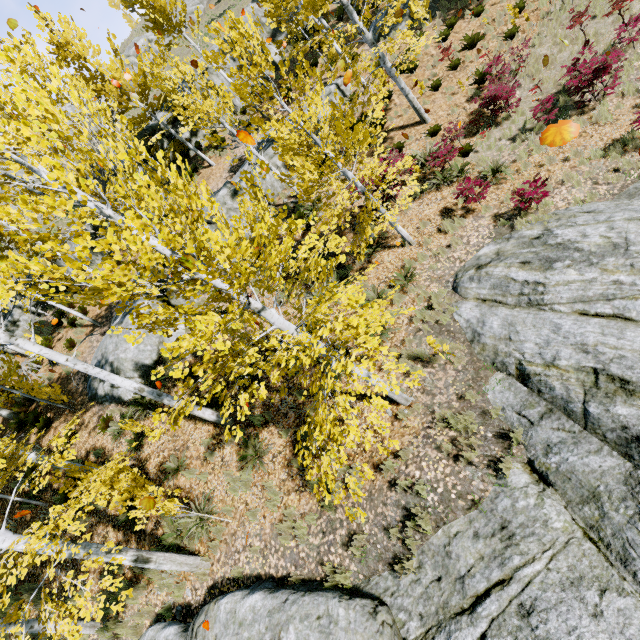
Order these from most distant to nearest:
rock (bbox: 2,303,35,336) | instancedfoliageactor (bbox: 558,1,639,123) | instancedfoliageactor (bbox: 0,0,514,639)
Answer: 1. rock (bbox: 2,303,35,336)
2. instancedfoliageactor (bbox: 558,1,639,123)
3. instancedfoliageactor (bbox: 0,0,514,639)

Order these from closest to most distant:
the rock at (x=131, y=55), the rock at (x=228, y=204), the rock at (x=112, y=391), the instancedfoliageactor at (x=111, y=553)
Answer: the instancedfoliageactor at (x=111, y=553) → the rock at (x=112, y=391) → the rock at (x=228, y=204) → the rock at (x=131, y=55)

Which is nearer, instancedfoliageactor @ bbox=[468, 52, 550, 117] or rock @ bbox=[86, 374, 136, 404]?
instancedfoliageactor @ bbox=[468, 52, 550, 117]

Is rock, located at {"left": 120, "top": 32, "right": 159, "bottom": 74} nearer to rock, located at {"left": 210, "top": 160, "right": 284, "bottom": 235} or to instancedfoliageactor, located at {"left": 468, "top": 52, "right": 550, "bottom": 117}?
instancedfoliageactor, located at {"left": 468, "top": 52, "right": 550, "bottom": 117}

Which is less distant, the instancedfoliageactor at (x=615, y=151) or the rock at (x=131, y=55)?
the instancedfoliageactor at (x=615, y=151)

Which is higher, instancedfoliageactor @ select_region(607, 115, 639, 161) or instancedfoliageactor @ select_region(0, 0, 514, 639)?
instancedfoliageactor @ select_region(0, 0, 514, 639)

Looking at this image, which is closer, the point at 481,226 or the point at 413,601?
the point at 413,601
